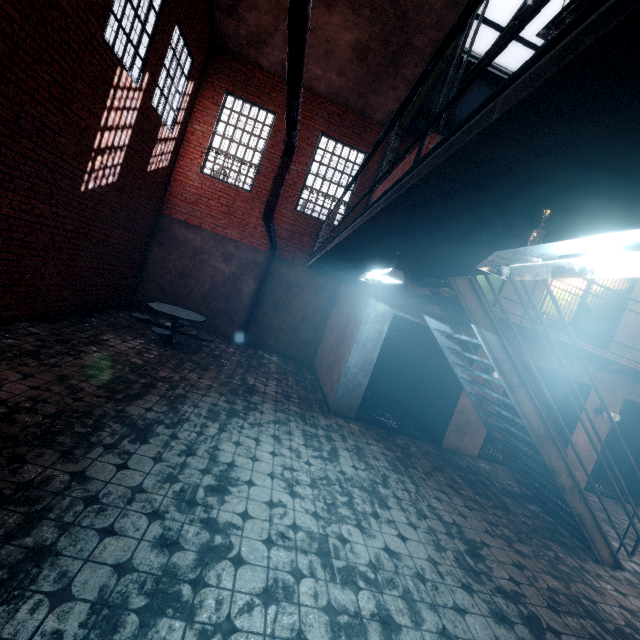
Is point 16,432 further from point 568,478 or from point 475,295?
point 568,478

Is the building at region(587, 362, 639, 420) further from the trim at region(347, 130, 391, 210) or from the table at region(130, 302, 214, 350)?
the trim at region(347, 130, 391, 210)

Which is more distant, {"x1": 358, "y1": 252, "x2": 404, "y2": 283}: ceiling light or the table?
the table

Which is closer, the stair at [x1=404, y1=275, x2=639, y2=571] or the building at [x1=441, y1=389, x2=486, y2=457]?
the stair at [x1=404, y1=275, x2=639, y2=571]

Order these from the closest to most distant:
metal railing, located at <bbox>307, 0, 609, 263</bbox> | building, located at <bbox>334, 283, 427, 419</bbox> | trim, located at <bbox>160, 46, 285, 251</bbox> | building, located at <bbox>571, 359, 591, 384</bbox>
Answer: metal railing, located at <bbox>307, 0, 609, 263</bbox>
building, located at <bbox>334, 283, 427, 419</bbox>
building, located at <bbox>571, 359, 591, 384</bbox>
trim, located at <bbox>160, 46, 285, 251</bbox>

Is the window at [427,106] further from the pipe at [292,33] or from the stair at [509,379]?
the stair at [509,379]

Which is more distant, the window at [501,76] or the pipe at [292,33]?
the window at [501,76]

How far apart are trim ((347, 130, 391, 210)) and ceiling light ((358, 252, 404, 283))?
6.1m
